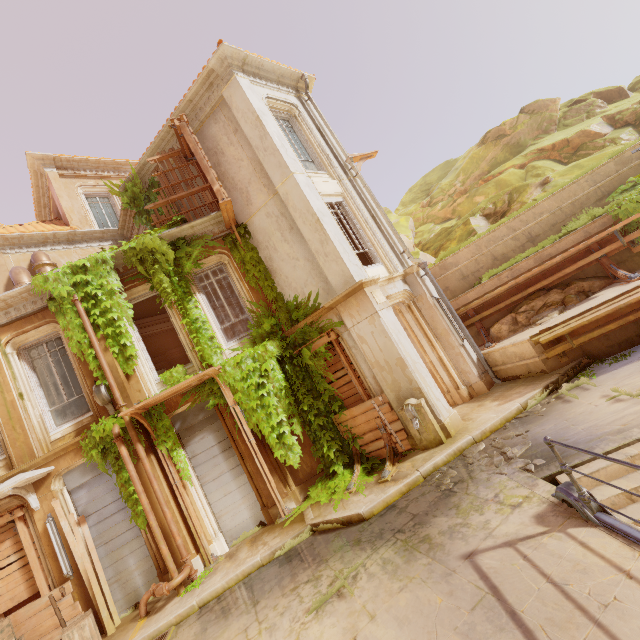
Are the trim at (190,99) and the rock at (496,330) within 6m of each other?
no

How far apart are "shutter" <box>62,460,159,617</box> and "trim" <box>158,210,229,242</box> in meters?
6.1 m

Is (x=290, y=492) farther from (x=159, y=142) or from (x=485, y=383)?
(x=159, y=142)

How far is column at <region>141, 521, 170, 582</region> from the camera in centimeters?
818cm

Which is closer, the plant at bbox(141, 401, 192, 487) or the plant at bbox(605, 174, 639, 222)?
the plant at bbox(141, 401, 192, 487)

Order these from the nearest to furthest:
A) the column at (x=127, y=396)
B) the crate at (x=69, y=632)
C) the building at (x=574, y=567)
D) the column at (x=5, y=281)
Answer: the building at (x=574, y=567) → the crate at (x=69, y=632) → the column at (x=127, y=396) → the column at (x=5, y=281)

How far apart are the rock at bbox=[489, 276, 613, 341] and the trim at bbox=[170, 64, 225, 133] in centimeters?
1166cm

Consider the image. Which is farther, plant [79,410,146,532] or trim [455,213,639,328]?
trim [455,213,639,328]
